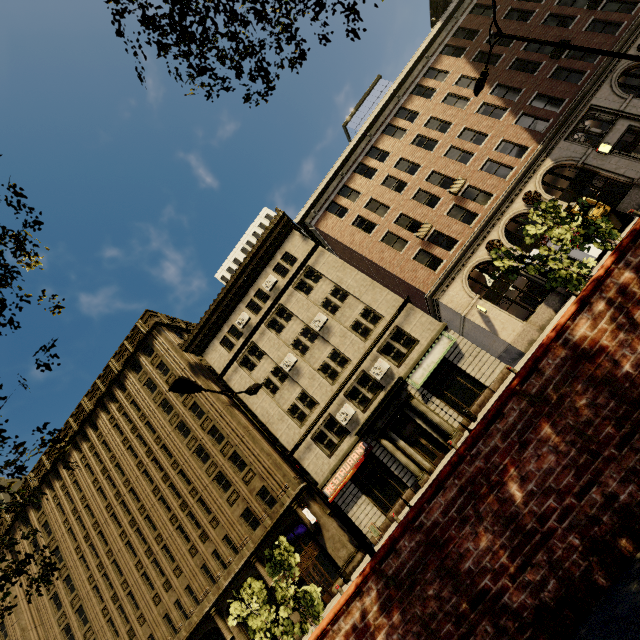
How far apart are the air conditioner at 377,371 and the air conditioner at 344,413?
2.7m

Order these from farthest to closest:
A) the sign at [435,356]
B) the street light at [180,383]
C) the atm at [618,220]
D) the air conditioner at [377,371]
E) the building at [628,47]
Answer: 1. the air conditioner at [377,371]
2. the building at [628,47]
3. the sign at [435,356]
4. the atm at [618,220]
5. the street light at [180,383]

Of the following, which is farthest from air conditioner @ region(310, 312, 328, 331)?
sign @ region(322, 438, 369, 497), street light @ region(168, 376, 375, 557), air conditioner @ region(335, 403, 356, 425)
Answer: street light @ region(168, 376, 375, 557)

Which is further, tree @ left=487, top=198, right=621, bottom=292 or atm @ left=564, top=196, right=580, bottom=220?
atm @ left=564, top=196, right=580, bottom=220

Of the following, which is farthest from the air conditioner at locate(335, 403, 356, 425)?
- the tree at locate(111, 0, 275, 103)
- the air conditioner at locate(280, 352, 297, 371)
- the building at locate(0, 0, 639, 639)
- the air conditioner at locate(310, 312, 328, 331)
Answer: the tree at locate(111, 0, 275, 103)

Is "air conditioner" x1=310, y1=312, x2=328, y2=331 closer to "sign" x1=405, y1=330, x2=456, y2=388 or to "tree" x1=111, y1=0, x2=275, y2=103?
"sign" x1=405, y1=330, x2=456, y2=388

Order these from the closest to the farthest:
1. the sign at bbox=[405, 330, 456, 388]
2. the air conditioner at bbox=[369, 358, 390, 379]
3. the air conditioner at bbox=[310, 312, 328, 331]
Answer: the sign at bbox=[405, 330, 456, 388]
the air conditioner at bbox=[369, 358, 390, 379]
the air conditioner at bbox=[310, 312, 328, 331]

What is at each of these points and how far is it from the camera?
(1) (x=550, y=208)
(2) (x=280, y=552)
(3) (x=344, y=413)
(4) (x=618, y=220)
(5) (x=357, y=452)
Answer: (1) tree, 9.2 meters
(2) tree, 9.9 meters
(3) air conditioner, 22.6 meters
(4) atm, 18.3 meters
(5) sign, 21.7 meters
